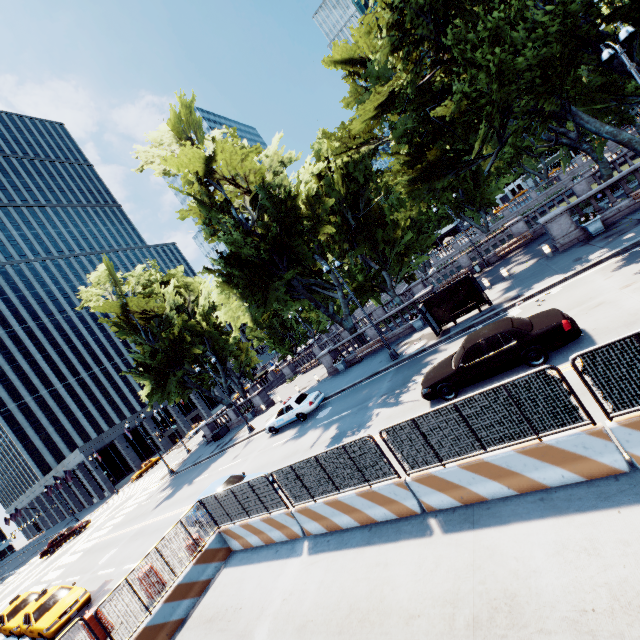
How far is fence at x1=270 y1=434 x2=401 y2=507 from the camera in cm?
780

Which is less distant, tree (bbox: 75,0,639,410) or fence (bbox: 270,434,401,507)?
fence (bbox: 270,434,401,507)

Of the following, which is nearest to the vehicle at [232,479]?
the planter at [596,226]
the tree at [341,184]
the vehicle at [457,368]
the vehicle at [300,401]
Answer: the vehicle at [300,401]

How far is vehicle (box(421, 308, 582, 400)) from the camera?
9.5 meters

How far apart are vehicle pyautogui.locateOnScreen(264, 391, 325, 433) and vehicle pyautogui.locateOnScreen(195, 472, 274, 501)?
6.16m

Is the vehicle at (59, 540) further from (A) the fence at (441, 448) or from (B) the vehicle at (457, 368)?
(B) the vehicle at (457, 368)

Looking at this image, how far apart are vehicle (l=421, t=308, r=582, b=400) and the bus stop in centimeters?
543cm

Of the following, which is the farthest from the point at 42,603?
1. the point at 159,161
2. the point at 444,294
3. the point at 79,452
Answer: the point at 79,452
